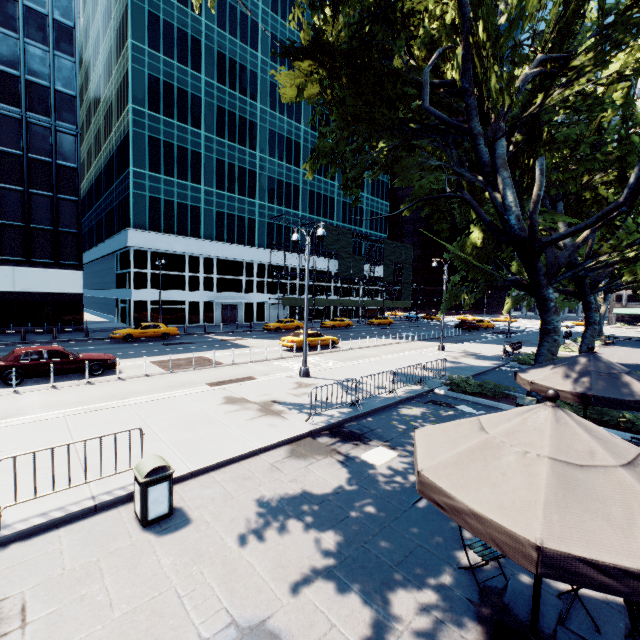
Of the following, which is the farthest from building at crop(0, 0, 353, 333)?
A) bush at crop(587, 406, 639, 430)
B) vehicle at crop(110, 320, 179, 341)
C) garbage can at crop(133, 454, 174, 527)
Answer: bush at crop(587, 406, 639, 430)

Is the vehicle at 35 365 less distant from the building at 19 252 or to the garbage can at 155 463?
the garbage can at 155 463

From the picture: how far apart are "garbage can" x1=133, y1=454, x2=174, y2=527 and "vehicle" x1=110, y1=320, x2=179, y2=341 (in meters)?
24.36

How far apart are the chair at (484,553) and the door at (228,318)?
41.8m

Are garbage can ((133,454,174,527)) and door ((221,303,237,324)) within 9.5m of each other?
no

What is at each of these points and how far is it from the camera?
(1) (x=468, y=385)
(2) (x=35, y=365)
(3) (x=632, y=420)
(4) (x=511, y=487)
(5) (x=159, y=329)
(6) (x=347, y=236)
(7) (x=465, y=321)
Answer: (1) bush, 14.20m
(2) vehicle, 14.01m
(3) bush, 10.49m
(4) umbrella, 2.73m
(5) vehicle, 28.52m
(6) scaffolding, 53.72m
(7) vehicle, 46.28m

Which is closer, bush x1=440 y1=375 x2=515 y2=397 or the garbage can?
the garbage can

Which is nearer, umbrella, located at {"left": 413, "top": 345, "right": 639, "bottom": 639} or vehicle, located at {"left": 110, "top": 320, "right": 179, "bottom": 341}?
umbrella, located at {"left": 413, "top": 345, "right": 639, "bottom": 639}
